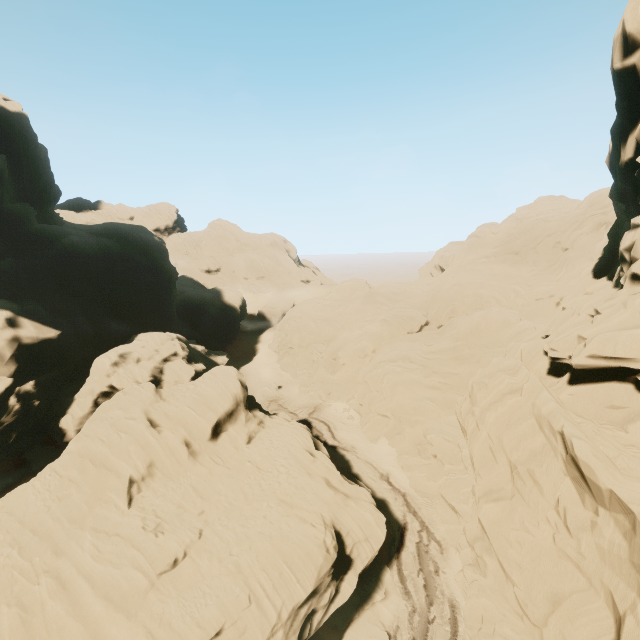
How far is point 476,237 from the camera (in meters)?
49.22

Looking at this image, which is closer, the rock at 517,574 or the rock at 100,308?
the rock at 517,574

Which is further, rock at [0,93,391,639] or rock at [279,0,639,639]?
rock at [0,93,391,639]
